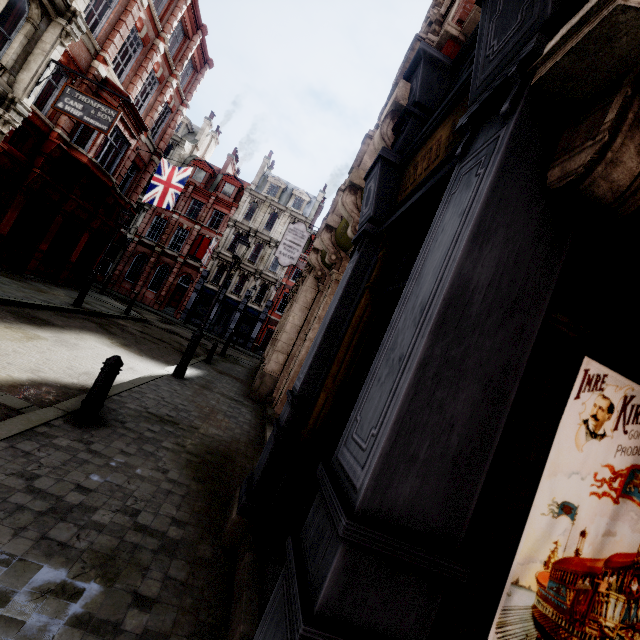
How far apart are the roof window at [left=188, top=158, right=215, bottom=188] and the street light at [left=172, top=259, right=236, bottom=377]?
30.5m

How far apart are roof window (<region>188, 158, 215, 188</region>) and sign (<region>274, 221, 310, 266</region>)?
24.5m

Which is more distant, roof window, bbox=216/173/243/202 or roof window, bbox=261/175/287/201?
roof window, bbox=261/175/287/201

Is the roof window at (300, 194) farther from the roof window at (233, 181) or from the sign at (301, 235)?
the sign at (301, 235)

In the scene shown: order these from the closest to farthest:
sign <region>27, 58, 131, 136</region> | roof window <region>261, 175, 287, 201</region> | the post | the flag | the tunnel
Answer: the tunnel, the post, sign <region>27, 58, 131, 136</region>, the flag, roof window <region>261, 175, 287, 201</region>

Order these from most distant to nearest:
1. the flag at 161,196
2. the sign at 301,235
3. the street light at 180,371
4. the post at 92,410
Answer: the flag at 161,196 → the sign at 301,235 → the street light at 180,371 → the post at 92,410

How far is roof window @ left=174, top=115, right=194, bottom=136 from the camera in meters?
36.5 m

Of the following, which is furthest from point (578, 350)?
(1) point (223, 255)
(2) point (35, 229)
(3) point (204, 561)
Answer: (1) point (223, 255)
